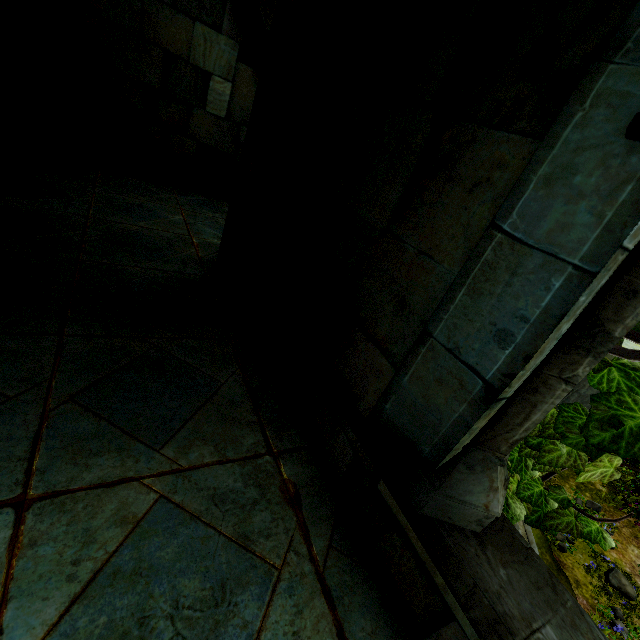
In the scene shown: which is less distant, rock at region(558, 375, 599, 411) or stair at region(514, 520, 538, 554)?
stair at region(514, 520, 538, 554)

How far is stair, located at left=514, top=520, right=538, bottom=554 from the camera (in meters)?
7.50

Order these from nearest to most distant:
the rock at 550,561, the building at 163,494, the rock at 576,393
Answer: the building at 163,494 < the rock at 550,561 < the rock at 576,393

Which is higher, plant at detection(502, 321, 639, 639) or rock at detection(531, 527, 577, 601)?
plant at detection(502, 321, 639, 639)

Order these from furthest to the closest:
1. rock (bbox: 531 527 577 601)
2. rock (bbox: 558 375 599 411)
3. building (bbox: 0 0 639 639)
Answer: rock (bbox: 558 375 599 411) < rock (bbox: 531 527 577 601) < building (bbox: 0 0 639 639)

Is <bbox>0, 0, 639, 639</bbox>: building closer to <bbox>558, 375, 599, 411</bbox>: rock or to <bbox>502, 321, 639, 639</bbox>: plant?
<bbox>502, 321, 639, 639</bbox>: plant

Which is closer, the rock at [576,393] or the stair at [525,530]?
the stair at [525,530]

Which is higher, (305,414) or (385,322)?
(385,322)
